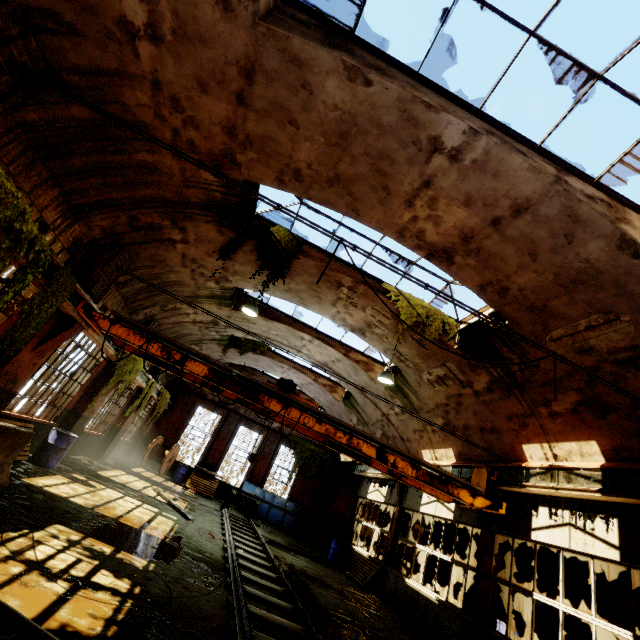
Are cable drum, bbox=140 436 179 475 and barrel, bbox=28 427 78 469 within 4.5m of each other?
no

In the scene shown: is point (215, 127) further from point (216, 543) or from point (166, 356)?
point (216, 543)

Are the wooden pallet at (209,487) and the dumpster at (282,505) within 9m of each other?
yes

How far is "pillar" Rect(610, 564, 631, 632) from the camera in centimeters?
926cm

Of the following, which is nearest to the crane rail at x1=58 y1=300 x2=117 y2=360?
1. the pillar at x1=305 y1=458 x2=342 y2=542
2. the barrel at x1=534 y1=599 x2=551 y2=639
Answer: the barrel at x1=534 y1=599 x2=551 y2=639

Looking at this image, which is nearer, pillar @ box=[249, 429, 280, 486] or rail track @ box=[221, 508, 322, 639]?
rail track @ box=[221, 508, 322, 639]

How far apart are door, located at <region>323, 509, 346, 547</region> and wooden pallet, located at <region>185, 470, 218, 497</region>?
8.1m

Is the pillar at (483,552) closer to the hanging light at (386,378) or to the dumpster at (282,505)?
the hanging light at (386,378)
